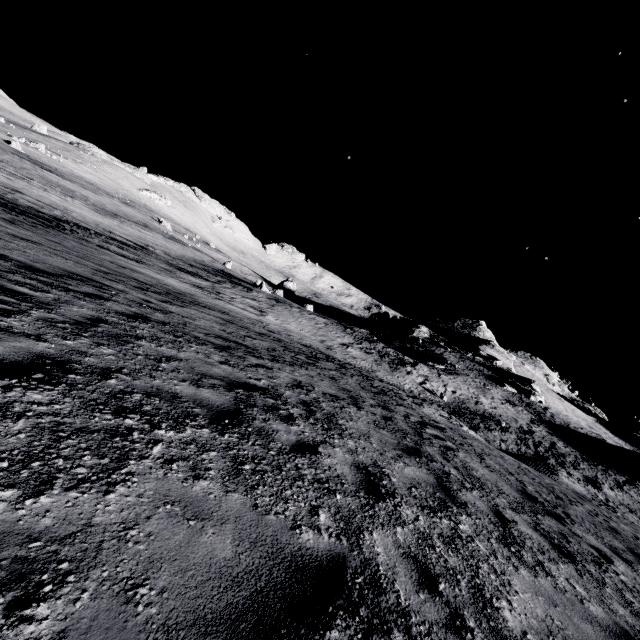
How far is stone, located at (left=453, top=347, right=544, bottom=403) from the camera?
44.5m

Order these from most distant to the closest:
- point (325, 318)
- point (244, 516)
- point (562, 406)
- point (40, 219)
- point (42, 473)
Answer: point (562, 406) < point (325, 318) < point (40, 219) < point (244, 516) < point (42, 473)

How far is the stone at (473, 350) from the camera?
44.5m
